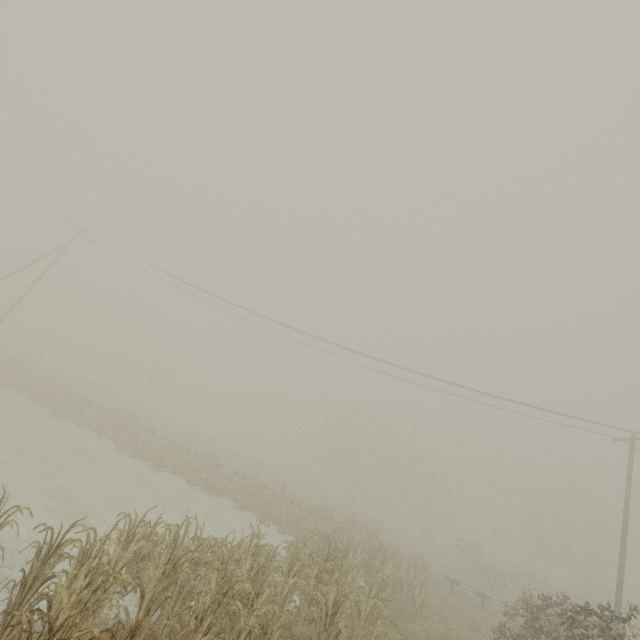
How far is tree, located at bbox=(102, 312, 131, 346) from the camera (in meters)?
57.53

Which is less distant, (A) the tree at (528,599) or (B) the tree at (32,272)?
(A) the tree at (528,599)

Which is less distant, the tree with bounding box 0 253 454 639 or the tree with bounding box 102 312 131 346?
the tree with bounding box 0 253 454 639

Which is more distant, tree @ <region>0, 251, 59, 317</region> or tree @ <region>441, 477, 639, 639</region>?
tree @ <region>0, 251, 59, 317</region>

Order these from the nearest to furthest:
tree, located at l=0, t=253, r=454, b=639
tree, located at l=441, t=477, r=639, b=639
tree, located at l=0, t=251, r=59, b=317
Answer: tree, located at l=0, t=253, r=454, b=639 < tree, located at l=441, t=477, r=639, b=639 < tree, located at l=0, t=251, r=59, b=317

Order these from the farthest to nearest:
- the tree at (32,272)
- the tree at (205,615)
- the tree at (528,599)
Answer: the tree at (32,272) < the tree at (528,599) < the tree at (205,615)

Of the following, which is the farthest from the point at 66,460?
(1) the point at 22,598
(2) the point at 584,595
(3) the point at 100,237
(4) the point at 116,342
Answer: (2) the point at 584,595
